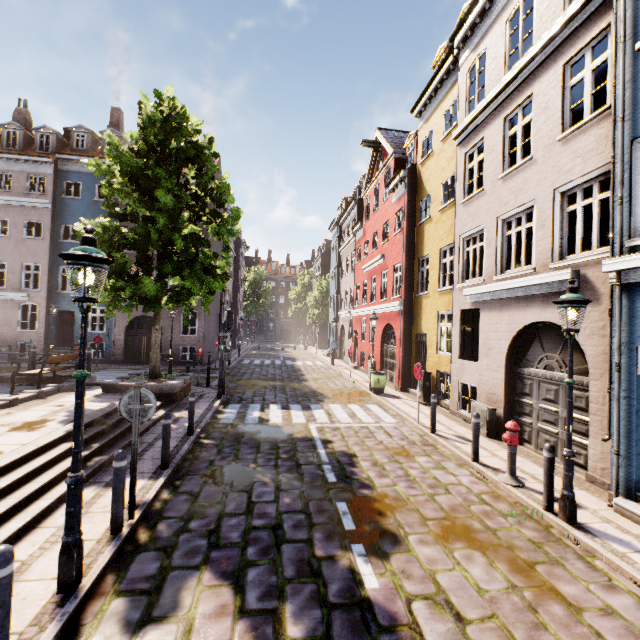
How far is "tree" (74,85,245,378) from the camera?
10.1m

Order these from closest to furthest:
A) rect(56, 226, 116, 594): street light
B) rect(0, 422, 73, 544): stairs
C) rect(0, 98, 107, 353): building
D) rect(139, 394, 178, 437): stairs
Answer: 1. rect(56, 226, 116, 594): street light
2. rect(0, 422, 73, 544): stairs
3. rect(139, 394, 178, 437): stairs
4. rect(0, 98, 107, 353): building

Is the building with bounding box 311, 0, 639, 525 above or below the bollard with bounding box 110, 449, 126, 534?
above

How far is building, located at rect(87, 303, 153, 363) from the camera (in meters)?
21.94

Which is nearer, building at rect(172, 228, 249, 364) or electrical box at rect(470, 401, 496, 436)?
electrical box at rect(470, 401, 496, 436)

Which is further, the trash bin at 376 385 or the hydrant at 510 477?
the trash bin at 376 385

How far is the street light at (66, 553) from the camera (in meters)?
3.46

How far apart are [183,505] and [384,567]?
3.4m
